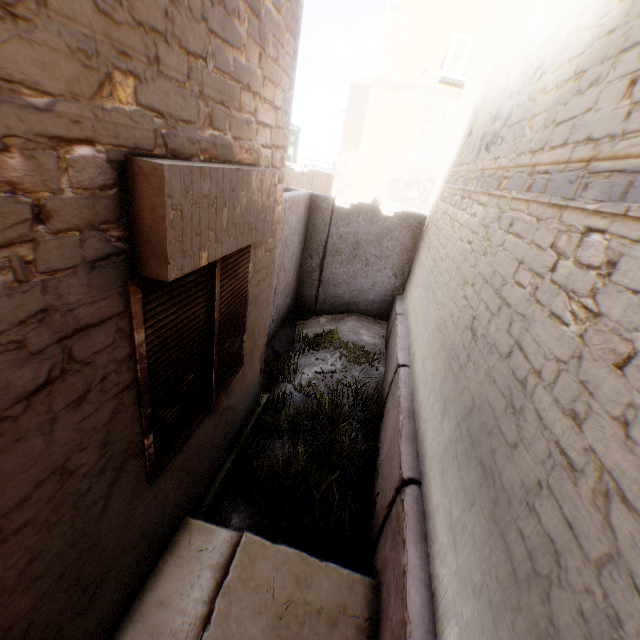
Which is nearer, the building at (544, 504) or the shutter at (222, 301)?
the building at (544, 504)

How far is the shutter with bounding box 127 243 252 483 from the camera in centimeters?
185cm

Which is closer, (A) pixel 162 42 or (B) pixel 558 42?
(A) pixel 162 42

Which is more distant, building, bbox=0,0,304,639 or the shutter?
the shutter

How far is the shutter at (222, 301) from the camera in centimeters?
185cm
